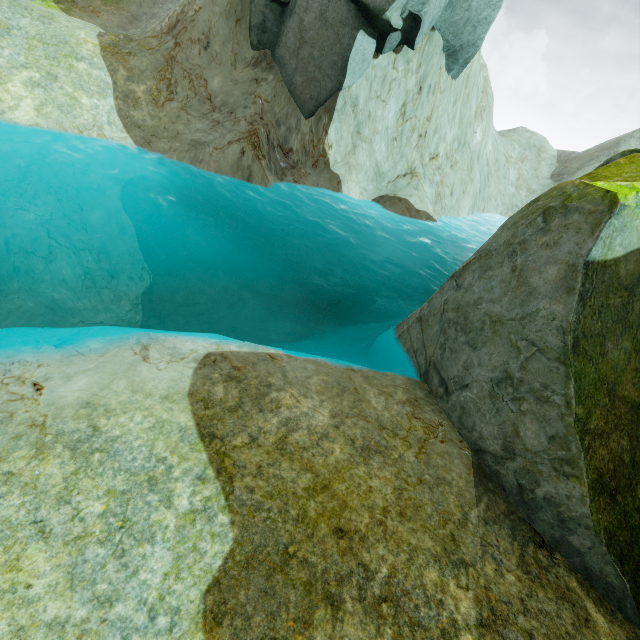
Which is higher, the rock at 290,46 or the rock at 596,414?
the rock at 290,46

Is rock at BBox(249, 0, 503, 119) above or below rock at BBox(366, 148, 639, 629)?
above

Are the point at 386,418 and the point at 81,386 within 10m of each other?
yes

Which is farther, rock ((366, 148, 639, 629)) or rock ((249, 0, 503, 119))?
rock ((249, 0, 503, 119))

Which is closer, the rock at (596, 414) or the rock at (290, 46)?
the rock at (596, 414)
